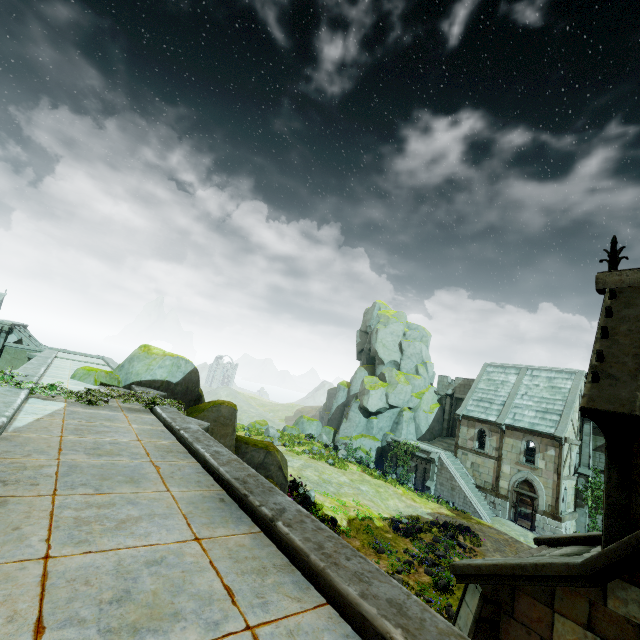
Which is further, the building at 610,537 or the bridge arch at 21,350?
the bridge arch at 21,350

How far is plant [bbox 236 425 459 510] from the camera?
27.5 meters

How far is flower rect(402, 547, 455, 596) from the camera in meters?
14.1

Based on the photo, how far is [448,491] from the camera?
27.7m

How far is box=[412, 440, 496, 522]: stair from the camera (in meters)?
25.98

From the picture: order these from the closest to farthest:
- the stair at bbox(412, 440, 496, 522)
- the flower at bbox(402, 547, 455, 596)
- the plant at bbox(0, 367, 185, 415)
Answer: the plant at bbox(0, 367, 185, 415) → the flower at bbox(402, 547, 455, 596) → the stair at bbox(412, 440, 496, 522)

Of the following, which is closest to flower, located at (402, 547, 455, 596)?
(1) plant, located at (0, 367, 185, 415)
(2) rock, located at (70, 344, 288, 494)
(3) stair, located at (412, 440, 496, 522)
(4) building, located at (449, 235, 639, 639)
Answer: (2) rock, located at (70, 344, 288, 494)

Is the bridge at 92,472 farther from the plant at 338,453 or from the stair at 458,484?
the stair at 458,484
